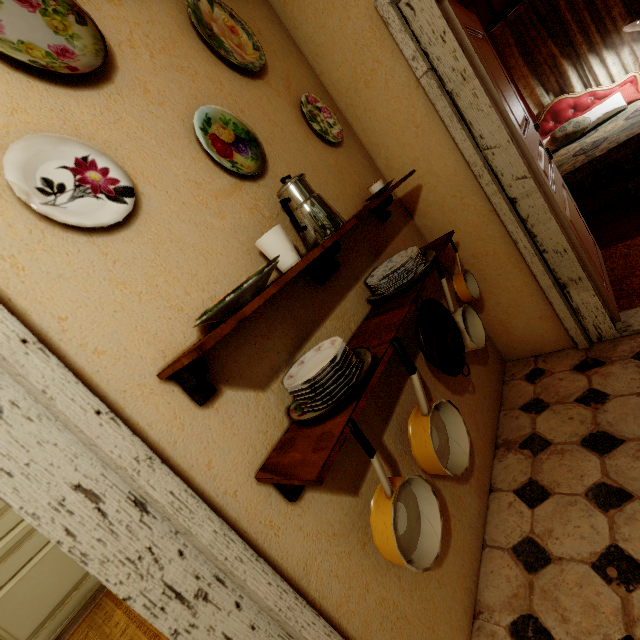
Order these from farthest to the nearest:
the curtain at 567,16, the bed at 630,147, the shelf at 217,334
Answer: the curtain at 567,16 → the bed at 630,147 → the shelf at 217,334

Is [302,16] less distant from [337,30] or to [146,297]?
[337,30]

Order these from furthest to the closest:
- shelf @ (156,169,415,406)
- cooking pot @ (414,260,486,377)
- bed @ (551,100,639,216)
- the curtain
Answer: the curtain, bed @ (551,100,639,216), cooking pot @ (414,260,486,377), shelf @ (156,169,415,406)

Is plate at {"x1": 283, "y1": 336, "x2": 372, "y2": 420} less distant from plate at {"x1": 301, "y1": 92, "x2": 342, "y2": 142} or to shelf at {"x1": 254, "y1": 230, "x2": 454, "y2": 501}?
shelf at {"x1": 254, "y1": 230, "x2": 454, "y2": 501}

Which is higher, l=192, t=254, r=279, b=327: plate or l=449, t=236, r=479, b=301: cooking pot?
l=192, t=254, r=279, b=327: plate

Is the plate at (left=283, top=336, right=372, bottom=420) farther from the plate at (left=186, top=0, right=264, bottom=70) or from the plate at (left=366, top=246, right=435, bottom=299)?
the plate at (left=186, top=0, right=264, bottom=70)

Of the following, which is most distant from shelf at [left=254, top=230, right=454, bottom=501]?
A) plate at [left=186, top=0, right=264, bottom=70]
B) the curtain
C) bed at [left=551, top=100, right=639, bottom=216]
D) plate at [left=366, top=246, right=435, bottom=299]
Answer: the curtain

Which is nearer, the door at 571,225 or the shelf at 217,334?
the shelf at 217,334
